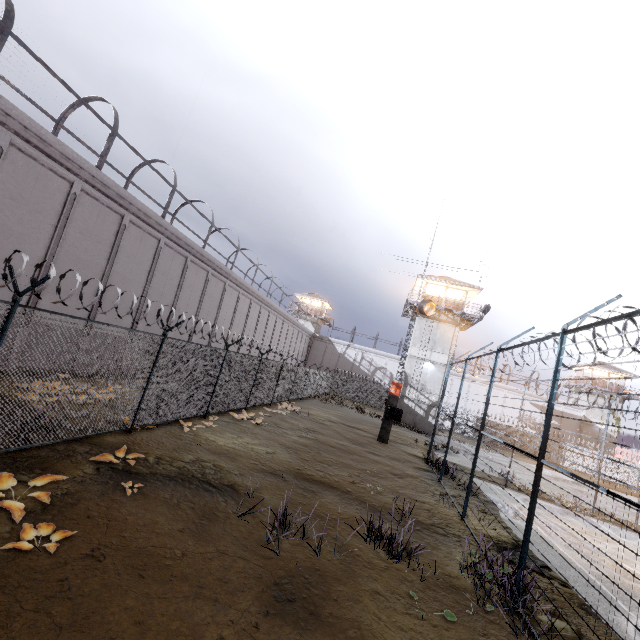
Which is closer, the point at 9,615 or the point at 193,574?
the point at 9,615

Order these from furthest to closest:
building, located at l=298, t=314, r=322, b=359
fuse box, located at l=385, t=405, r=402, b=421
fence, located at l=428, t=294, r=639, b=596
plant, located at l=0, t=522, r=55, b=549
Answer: building, located at l=298, t=314, r=322, b=359 < fuse box, located at l=385, t=405, r=402, b=421 < fence, located at l=428, t=294, r=639, b=596 < plant, located at l=0, t=522, r=55, b=549

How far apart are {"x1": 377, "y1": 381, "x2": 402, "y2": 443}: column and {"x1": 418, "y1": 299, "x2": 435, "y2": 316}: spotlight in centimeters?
455cm

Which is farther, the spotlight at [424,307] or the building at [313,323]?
the building at [313,323]

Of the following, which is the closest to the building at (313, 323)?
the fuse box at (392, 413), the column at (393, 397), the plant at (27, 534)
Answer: Result: the column at (393, 397)

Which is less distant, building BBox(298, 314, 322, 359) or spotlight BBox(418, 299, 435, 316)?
spotlight BBox(418, 299, 435, 316)

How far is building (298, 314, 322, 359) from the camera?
53.3m

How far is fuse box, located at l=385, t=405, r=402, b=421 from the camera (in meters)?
18.97
